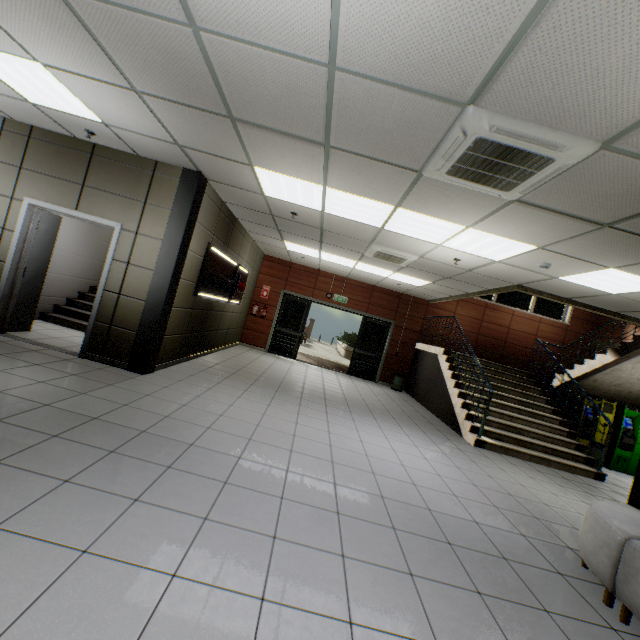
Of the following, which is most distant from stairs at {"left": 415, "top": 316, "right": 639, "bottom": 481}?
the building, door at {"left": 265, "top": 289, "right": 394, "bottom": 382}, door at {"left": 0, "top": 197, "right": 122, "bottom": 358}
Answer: door at {"left": 0, "top": 197, "right": 122, "bottom": 358}

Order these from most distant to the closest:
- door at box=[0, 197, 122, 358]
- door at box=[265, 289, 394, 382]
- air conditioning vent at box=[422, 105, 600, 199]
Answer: door at box=[265, 289, 394, 382]
door at box=[0, 197, 122, 358]
air conditioning vent at box=[422, 105, 600, 199]

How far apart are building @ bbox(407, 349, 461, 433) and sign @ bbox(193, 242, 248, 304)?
6.0m

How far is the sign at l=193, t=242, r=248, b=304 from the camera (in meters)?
6.14

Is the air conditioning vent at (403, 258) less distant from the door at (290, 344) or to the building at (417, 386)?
the building at (417, 386)

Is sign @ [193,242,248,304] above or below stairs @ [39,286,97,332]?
above

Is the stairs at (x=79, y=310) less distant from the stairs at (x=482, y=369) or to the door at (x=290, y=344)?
the door at (x=290, y=344)

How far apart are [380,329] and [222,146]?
8.7 meters
